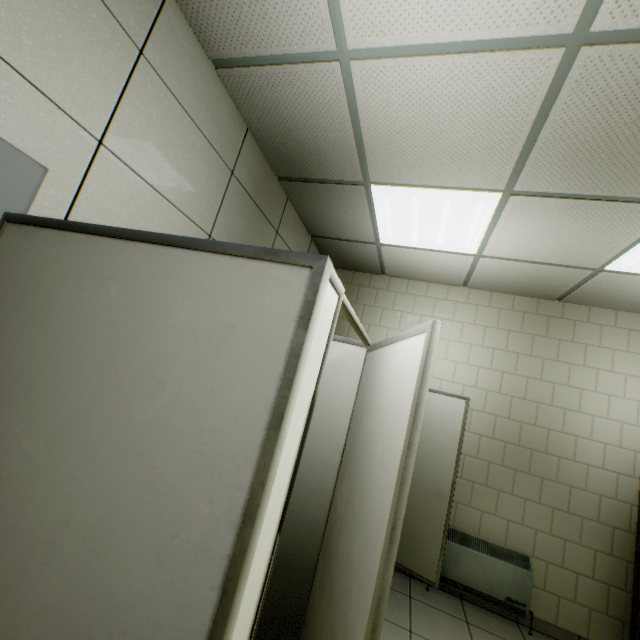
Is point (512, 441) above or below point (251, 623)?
above
